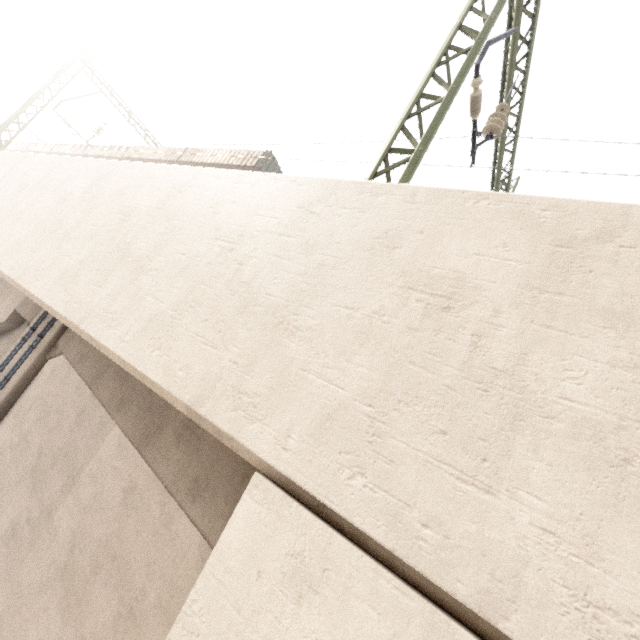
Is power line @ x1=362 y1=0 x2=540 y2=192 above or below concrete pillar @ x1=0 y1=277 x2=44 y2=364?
above

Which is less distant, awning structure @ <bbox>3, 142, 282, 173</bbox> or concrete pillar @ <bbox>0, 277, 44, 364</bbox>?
concrete pillar @ <bbox>0, 277, 44, 364</bbox>

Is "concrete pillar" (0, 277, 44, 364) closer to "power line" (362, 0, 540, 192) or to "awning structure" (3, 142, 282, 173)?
"power line" (362, 0, 540, 192)

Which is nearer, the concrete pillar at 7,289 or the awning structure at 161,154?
the concrete pillar at 7,289

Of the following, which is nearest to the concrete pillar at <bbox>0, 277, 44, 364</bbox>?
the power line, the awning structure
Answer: the power line

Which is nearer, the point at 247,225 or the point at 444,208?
the point at 444,208

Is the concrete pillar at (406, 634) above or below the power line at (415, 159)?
below

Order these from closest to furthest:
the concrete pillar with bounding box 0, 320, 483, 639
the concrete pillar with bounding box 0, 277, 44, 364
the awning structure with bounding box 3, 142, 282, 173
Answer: the concrete pillar with bounding box 0, 320, 483, 639, the concrete pillar with bounding box 0, 277, 44, 364, the awning structure with bounding box 3, 142, 282, 173
